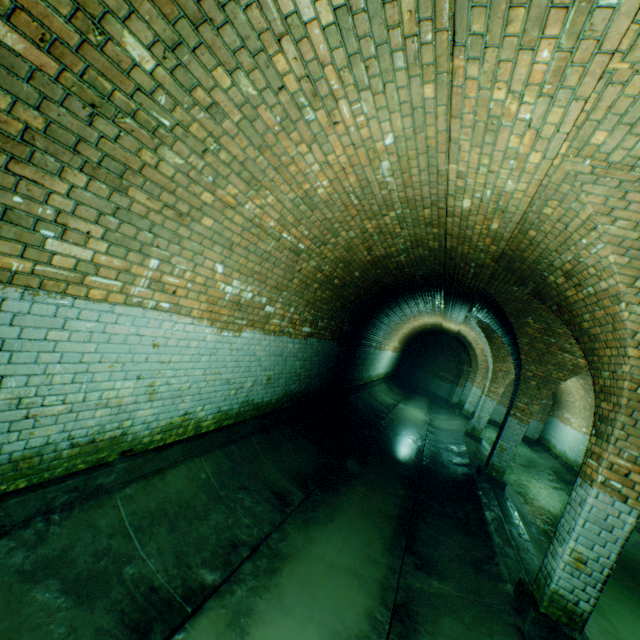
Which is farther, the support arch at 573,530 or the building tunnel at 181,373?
the support arch at 573,530

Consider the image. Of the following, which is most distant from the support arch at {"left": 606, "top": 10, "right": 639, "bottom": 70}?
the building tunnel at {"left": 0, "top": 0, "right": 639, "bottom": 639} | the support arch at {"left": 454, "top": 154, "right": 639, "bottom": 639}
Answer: the support arch at {"left": 454, "top": 154, "right": 639, "bottom": 639}

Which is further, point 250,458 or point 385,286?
point 385,286

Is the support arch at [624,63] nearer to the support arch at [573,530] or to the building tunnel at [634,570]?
the building tunnel at [634,570]

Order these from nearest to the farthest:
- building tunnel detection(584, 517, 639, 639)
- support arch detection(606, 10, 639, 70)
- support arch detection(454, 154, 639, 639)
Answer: support arch detection(606, 10, 639, 70)
support arch detection(454, 154, 639, 639)
building tunnel detection(584, 517, 639, 639)

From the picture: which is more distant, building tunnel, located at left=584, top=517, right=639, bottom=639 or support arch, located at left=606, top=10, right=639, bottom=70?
building tunnel, located at left=584, top=517, right=639, bottom=639

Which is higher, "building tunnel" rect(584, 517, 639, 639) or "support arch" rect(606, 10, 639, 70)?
"support arch" rect(606, 10, 639, 70)
